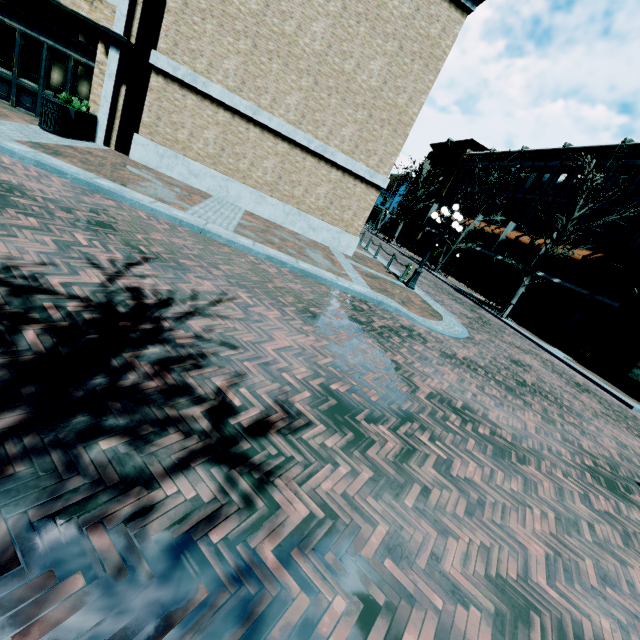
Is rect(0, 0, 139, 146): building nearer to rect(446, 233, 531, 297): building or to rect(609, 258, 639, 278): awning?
rect(446, 233, 531, 297): building

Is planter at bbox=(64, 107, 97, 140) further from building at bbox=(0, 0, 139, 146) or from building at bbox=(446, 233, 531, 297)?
building at bbox=(446, 233, 531, 297)

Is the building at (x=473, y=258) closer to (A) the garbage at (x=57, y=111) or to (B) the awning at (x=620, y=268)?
(B) the awning at (x=620, y=268)

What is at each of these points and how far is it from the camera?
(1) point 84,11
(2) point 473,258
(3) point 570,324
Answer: (1) building, 10.0m
(2) building, 33.2m
(3) building, 21.9m

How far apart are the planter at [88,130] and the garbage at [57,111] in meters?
0.0 m

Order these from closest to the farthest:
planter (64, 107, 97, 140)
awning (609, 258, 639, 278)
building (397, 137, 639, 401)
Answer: planter (64, 107, 97, 140) → building (397, 137, 639, 401) → awning (609, 258, 639, 278)

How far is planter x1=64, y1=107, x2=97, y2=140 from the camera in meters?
9.8

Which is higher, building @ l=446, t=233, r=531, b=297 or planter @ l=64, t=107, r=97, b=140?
building @ l=446, t=233, r=531, b=297
